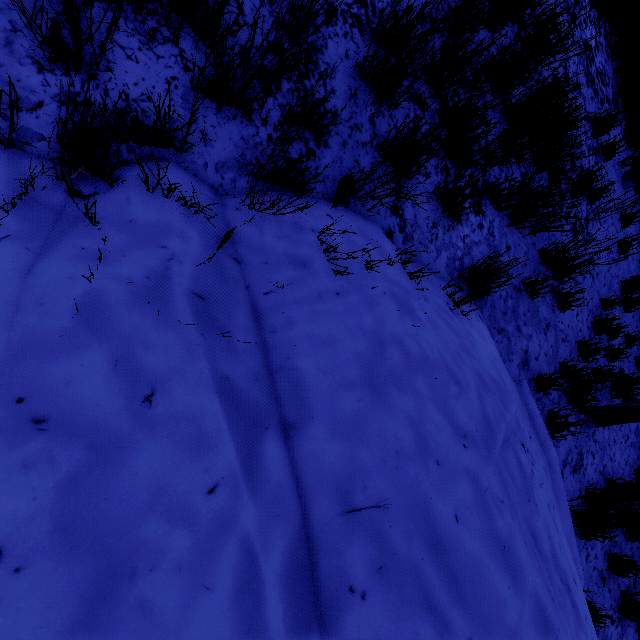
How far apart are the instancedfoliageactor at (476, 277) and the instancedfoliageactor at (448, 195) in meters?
0.4 m

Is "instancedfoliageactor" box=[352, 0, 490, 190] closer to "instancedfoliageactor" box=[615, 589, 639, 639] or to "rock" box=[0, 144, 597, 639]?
"rock" box=[0, 144, 597, 639]

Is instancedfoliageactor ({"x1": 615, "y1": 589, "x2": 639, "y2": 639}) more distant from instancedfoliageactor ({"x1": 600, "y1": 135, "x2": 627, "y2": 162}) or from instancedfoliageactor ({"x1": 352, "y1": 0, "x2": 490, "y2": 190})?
instancedfoliageactor ({"x1": 352, "y1": 0, "x2": 490, "y2": 190})

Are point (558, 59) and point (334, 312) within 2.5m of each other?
no

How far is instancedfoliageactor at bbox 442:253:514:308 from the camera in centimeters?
240cm

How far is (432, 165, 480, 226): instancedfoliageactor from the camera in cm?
243

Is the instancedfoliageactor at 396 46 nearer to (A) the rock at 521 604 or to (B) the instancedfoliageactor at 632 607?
(A) the rock at 521 604
